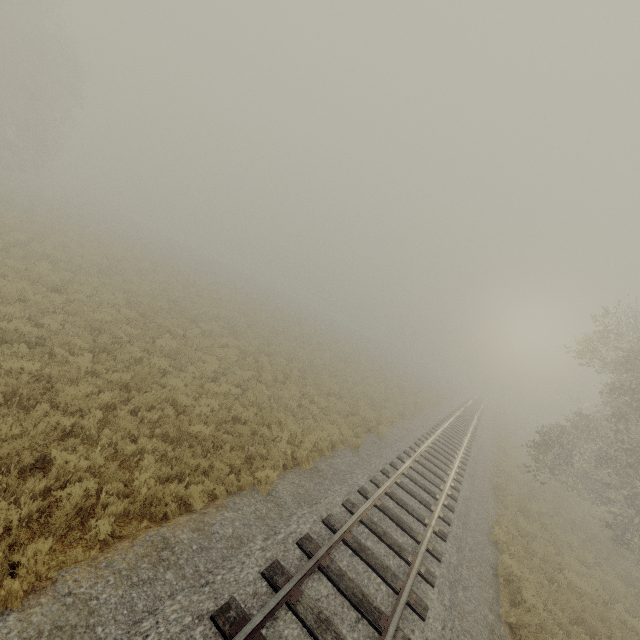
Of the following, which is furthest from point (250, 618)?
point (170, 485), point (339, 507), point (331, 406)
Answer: point (331, 406)
